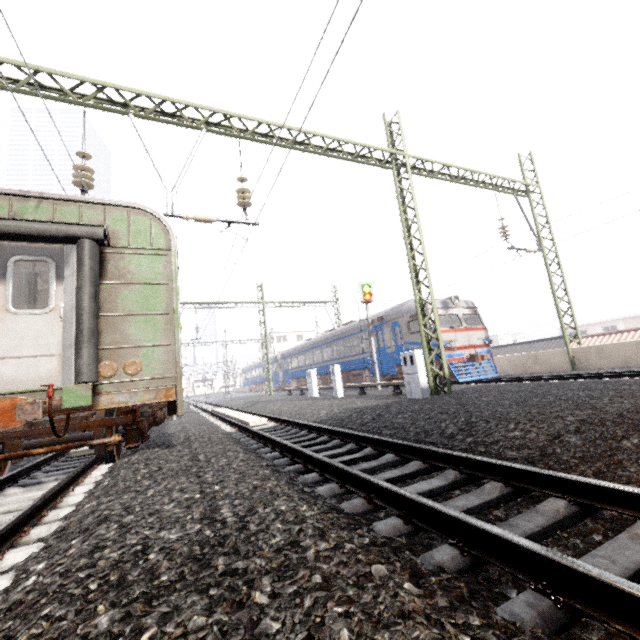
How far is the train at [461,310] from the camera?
14.72m

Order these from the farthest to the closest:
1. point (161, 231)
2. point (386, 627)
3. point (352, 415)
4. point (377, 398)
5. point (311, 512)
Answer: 1. point (377, 398)
2. point (352, 415)
3. point (161, 231)
4. point (311, 512)
5. point (386, 627)

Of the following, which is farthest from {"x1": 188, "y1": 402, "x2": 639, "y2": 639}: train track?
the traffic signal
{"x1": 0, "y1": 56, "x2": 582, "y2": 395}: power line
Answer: the traffic signal

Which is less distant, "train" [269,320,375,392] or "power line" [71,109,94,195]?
"power line" [71,109,94,195]

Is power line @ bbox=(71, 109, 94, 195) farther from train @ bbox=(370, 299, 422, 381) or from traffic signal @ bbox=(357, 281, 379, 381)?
traffic signal @ bbox=(357, 281, 379, 381)

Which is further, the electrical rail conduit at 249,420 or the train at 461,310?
the train at 461,310

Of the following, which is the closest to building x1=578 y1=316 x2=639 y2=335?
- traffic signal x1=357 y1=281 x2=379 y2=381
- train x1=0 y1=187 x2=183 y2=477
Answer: traffic signal x1=357 y1=281 x2=379 y2=381

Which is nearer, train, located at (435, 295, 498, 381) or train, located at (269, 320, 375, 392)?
train, located at (435, 295, 498, 381)
